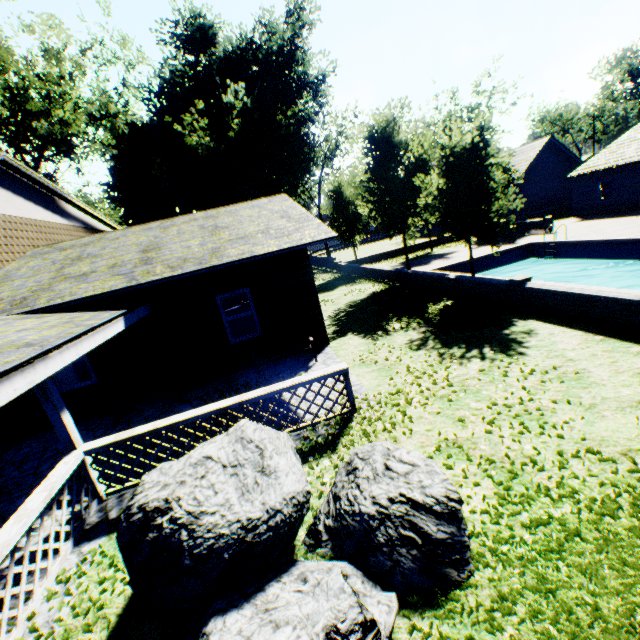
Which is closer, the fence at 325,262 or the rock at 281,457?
the rock at 281,457

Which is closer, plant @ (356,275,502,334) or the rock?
the rock

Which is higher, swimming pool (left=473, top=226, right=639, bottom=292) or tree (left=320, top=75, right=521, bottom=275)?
tree (left=320, top=75, right=521, bottom=275)

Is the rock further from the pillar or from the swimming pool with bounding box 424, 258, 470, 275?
the swimming pool with bounding box 424, 258, 470, 275

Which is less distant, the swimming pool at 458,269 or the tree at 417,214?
the tree at 417,214

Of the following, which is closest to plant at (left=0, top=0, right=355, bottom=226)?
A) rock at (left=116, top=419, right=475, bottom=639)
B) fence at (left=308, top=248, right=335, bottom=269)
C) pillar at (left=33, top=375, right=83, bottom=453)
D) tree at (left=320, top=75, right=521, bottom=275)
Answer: fence at (left=308, top=248, right=335, bottom=269)

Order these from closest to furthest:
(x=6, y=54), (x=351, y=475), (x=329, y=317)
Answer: (x=351, y=475), (x=329, y=317), (x=6, y=54)

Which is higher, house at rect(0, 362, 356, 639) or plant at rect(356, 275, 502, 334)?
house at rect(0, 362, 356, 639)
